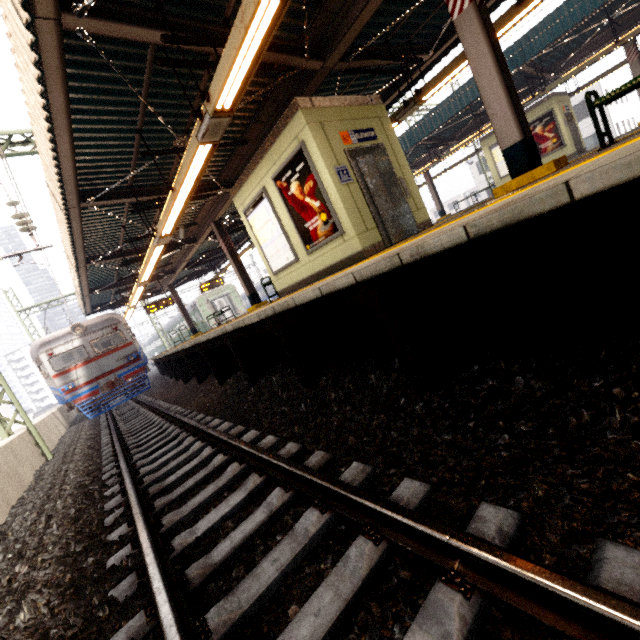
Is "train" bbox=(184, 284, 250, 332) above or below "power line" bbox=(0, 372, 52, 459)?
above

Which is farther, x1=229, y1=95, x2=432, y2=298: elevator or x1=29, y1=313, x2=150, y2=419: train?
x1=29, y1=313, x2=150, y2=419: train

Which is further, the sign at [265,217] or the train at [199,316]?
the train at [199,316]

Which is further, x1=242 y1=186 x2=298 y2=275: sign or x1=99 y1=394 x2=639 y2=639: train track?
x1=242 y1=186 x2=298 y2=275: sign

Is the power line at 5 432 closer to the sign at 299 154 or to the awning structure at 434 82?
the awning structure at 434 82

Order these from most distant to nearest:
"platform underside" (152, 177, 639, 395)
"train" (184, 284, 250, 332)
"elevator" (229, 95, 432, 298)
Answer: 1. "train" (184, 284, 250, 332)
2. "elevator" (229, 95, 432, 298)
3. "platform underside" (152, 177, 639, 395)

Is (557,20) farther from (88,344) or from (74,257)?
→ (88,344)

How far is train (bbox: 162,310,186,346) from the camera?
34.5m
